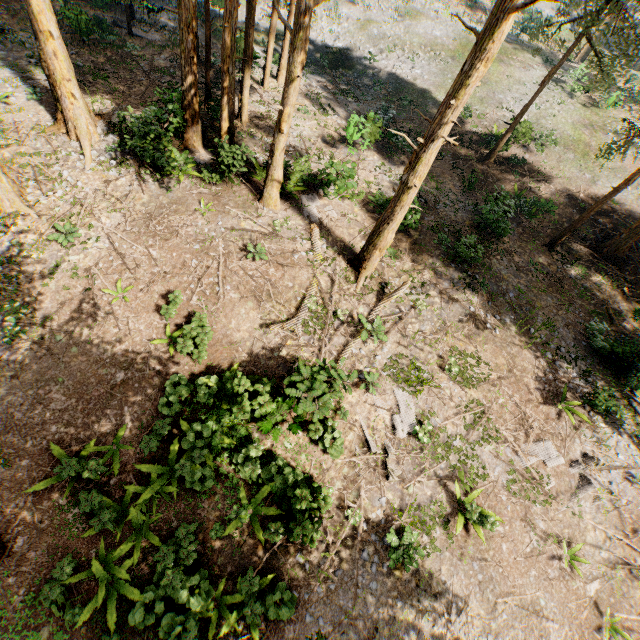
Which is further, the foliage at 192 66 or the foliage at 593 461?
the foliage at 192 66

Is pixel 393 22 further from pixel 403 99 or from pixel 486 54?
pixel 486 54

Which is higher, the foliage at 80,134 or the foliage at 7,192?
the foliage at 80,134

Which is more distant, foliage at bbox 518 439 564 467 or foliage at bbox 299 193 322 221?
foliage at bbox 299 193 322 221

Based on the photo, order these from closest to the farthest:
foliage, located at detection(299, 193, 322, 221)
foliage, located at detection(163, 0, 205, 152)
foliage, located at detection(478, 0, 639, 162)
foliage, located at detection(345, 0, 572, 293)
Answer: foliage, located at detection(345, 0, 572, 293) → foliage, located at detection(163, 0, 205, 152) → foliage, located at detection(478, 0, 639, 162) → foliage, located at detection(299, 193, 322, 221)

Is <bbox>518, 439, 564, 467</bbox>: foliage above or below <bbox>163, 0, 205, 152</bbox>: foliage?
below

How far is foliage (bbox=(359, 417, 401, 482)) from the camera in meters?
11.6

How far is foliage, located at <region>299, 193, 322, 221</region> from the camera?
17.1m
